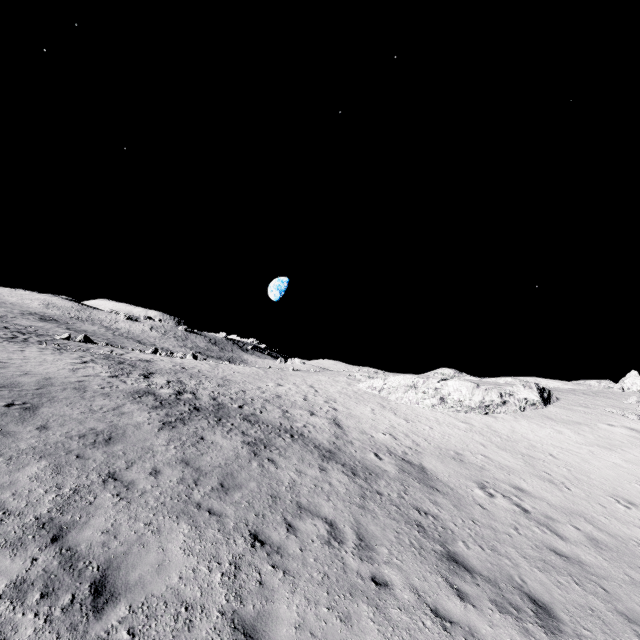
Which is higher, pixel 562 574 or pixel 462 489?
pixel 462 489
